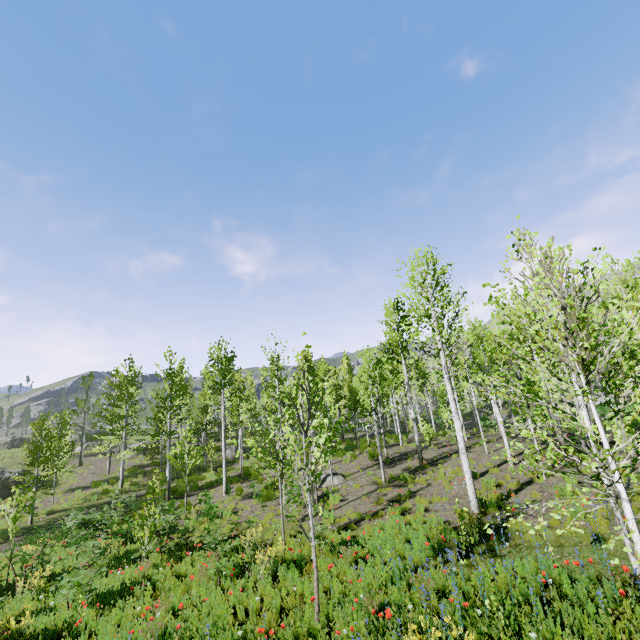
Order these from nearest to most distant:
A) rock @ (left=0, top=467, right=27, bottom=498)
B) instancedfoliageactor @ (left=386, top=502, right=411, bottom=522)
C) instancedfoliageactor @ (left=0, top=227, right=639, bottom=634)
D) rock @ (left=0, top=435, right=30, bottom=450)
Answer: instancedfoliageactor @ (left=0, top=227, right=639, bottom=634) → instancedfoliageactor @ (left=386, top=502, right=411, bottom=522) → rock @ (left=0, top=467, right=27, bottom=498) → rock @ (left=0, top=435, right=30, bottom=450)

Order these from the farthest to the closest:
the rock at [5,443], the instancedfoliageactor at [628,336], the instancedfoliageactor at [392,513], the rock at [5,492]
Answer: the rock at [5,443] → the rock at [5,492] → the instancedfoliageactor at [392,513] → the instancedfoliageactor at [628,336]

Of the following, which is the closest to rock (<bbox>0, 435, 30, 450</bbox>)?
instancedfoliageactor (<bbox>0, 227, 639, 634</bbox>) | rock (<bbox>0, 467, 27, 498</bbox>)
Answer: instancedfoliageactor (<bbox>0, 227, 639, 634</bbox>)

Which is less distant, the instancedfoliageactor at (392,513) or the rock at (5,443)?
the instancedfoliageactor at (392,513)

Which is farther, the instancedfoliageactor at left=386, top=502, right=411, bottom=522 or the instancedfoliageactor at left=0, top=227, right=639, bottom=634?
the instancedfoliageactor at left=386, top=502, right=411, bottom=522

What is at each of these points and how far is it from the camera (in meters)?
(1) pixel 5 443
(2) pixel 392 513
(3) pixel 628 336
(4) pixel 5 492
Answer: (1) rock, 40.28
(2) instancedfoliageactor, 10.22
(3) instancedfoliageactor, 14.12
(4) rock, 25.55

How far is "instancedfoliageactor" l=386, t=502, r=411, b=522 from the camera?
10.2m
